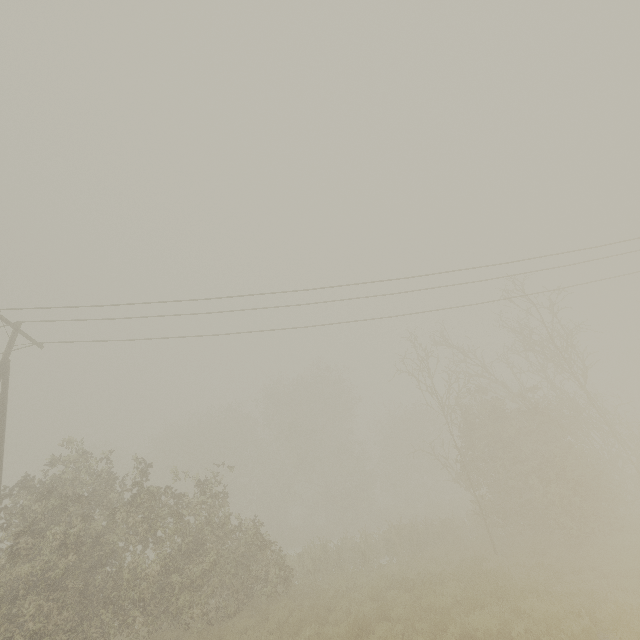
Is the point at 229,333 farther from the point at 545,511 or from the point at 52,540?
the point at 545,511

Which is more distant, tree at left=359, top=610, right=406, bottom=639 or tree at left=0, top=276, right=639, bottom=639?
tree at left=0, top=276, right=639, bottom=639

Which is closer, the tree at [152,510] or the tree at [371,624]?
the tree at [371,624]
